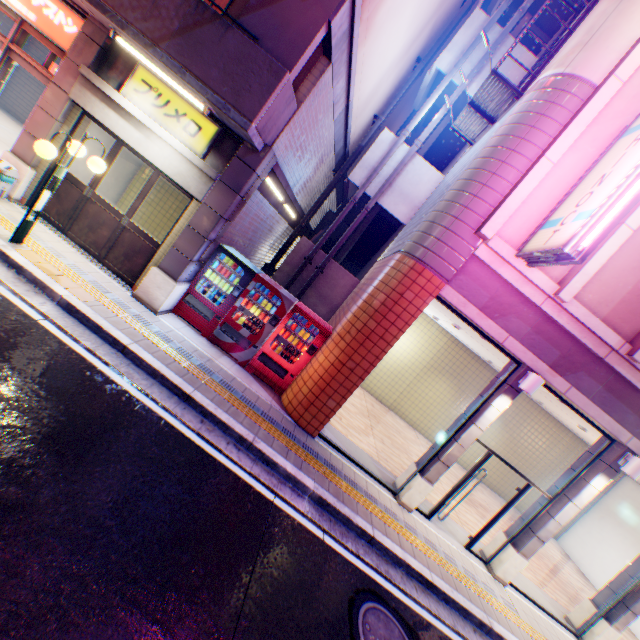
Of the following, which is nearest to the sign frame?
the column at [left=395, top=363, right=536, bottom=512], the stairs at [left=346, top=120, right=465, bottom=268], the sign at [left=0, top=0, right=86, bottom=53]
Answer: the stairs at [left=346, top=120, right=465, bottom=268]

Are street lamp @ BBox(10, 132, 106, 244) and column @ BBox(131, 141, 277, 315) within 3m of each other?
yes

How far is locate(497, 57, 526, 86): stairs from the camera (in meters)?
10.60

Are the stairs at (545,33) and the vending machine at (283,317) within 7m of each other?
no

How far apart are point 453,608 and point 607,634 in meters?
5.2

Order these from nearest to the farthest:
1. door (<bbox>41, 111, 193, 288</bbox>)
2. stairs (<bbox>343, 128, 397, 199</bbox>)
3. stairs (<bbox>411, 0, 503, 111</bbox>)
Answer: door (<bbox>41, 111, 193, 288</bbox>), stairs (<bbox>411, 0, 503, 111</bbox>), stairs (<bbox>343, 128, 397, 199</bbox>)

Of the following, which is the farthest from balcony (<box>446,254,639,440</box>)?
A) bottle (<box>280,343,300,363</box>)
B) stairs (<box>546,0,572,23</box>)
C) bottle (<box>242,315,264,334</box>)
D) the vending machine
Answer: stairs (<box>546,0,572,23</box>)

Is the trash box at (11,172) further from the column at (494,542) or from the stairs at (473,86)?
the column at (494,542)
